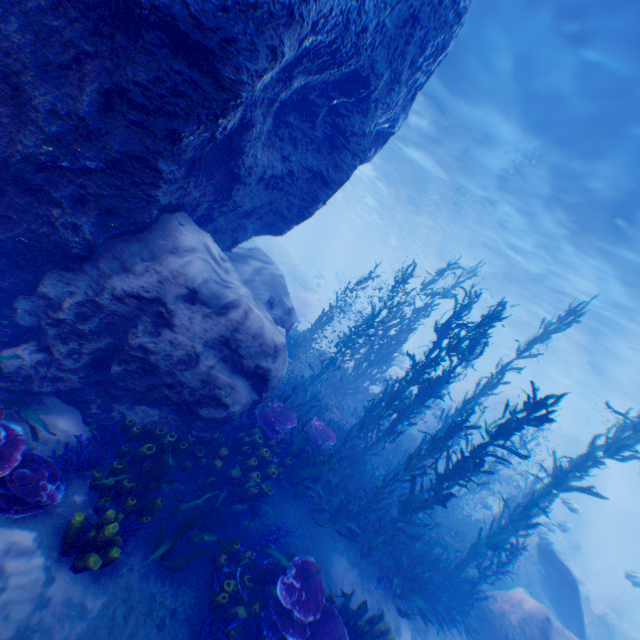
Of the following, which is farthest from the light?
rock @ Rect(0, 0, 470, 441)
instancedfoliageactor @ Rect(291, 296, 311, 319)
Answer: instancedfoliageactor @ Rect(291, 296, 311, 319)

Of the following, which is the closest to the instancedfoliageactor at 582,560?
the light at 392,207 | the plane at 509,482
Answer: the plane at 509,482

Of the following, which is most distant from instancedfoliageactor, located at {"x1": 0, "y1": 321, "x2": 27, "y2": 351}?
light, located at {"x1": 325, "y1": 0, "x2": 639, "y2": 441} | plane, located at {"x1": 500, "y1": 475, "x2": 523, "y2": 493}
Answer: light, located at {"x1": 325, "y1": 0, "x2": 639, "y2": 441}

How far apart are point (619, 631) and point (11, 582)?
28.92m

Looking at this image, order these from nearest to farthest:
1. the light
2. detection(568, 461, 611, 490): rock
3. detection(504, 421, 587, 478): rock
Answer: the light
detection(504, 421, 587, 478): rock
detection(568, 461, 611, 490): rock

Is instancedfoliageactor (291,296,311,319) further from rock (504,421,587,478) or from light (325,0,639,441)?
light (325,0,639,441)

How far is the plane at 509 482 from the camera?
13.7m

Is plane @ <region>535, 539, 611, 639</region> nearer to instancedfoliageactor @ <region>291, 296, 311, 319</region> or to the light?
instancedfoliageactor @ <region>291, 296, 311, 319</region>
